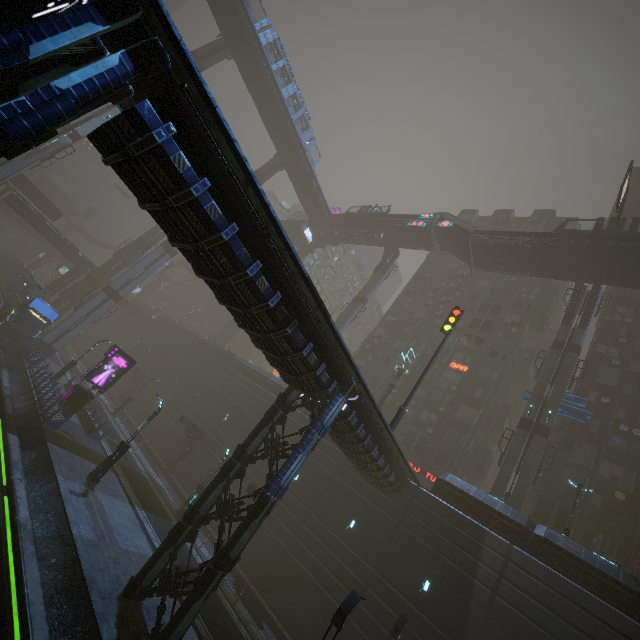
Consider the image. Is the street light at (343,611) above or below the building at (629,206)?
below

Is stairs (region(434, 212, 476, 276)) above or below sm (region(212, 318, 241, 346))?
above

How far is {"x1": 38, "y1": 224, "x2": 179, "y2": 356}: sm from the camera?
37.06m

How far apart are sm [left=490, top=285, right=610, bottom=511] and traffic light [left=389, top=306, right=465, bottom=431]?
11.8 meters

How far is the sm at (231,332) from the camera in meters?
51.6

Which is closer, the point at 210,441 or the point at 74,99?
the point at 74,99

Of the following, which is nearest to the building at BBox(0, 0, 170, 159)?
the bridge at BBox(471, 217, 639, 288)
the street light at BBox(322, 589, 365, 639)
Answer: the street light at BBox(322, 589, 365, 639)

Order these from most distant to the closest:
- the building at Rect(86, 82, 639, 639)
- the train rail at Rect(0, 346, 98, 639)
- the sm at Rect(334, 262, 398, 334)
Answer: the sm at Rect(334, 262, 398, 334)
the train rail at Rect(0, 346, 98, 639)
the building at Rect(86, 82, 639, 639)
